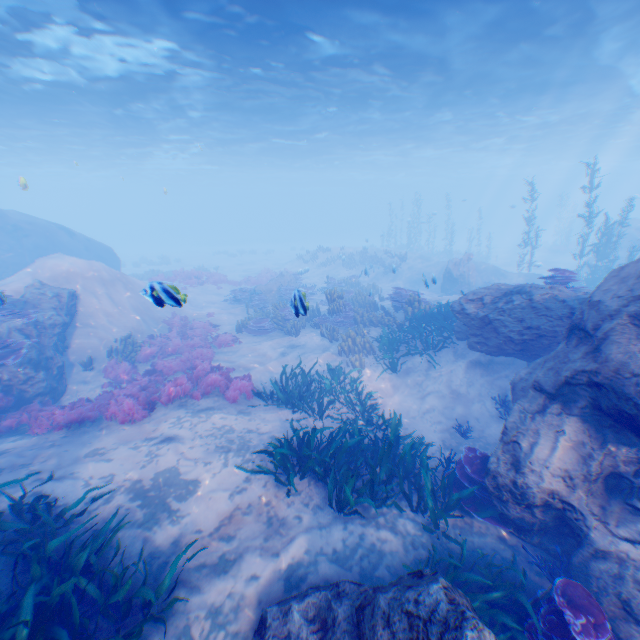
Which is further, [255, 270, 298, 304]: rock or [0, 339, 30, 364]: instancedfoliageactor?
[255, 270, 298, 304]: rock

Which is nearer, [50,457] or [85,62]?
[50,457]

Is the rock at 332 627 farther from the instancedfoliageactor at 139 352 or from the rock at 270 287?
the rock at 270 287

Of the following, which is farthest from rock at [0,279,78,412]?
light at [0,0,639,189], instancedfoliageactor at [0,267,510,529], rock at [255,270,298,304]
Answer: rock at [255,270,298,304]

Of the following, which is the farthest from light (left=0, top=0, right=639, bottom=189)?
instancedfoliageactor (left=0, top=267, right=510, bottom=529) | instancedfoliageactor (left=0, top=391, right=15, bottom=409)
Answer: instancedfoliageactor (left=0, top=267, right=510, bottom=529)

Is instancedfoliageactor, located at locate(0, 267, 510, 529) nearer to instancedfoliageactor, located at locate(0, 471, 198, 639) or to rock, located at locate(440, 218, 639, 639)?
rock, located at locate(440, 218, 639, 639)

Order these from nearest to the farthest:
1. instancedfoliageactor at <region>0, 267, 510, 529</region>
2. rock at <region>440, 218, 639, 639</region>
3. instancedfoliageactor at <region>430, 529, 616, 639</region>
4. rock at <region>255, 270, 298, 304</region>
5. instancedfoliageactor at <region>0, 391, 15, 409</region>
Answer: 1. instancedfoliageactor at <region>430, 529, 616, 639</region>
2. rock at <region>440, 218, 639, 639</region>
3. instancedfoliageactor at <region>0, 267, 510, 529</region>
4. instancedfoliageactor at <region>0, 391, 15, 409</region>
5. rock at <region>255, 270, 298, 304</region>

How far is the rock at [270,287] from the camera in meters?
21.3
